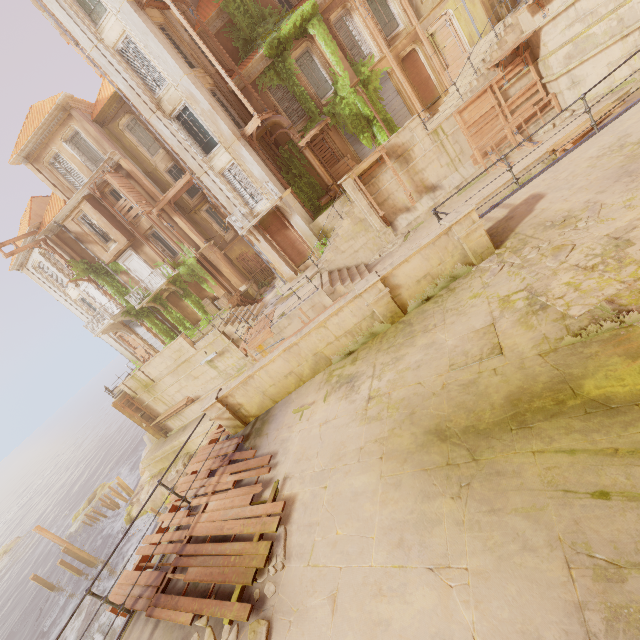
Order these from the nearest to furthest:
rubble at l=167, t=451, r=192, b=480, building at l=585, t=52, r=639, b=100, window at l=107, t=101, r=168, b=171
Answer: building at l=585, t=52, r=639, b=100
window at l=107, t=101, r=168, b=171
rubble at l=167, t=451, r=192, b=480

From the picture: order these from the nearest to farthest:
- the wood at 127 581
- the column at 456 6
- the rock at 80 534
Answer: the wood at 127 581
the column at 456 6
the rock at 80 534

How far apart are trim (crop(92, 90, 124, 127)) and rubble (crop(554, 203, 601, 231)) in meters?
27.1 m

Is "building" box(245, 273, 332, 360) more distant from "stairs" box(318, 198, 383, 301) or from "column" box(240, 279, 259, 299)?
"column" box(240, 279, 259, 299)

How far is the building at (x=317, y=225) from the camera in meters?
20.1

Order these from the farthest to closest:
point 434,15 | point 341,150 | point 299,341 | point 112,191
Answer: point 112,191, point 341,150, point 434,15, point 299,341

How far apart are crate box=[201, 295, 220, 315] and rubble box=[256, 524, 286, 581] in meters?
22.8

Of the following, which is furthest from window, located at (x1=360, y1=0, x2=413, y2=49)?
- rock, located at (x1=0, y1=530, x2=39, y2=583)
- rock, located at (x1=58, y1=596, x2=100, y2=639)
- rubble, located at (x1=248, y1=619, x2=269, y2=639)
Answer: rock, located at (x1=0, y1=530, x2=39, y2=583)
